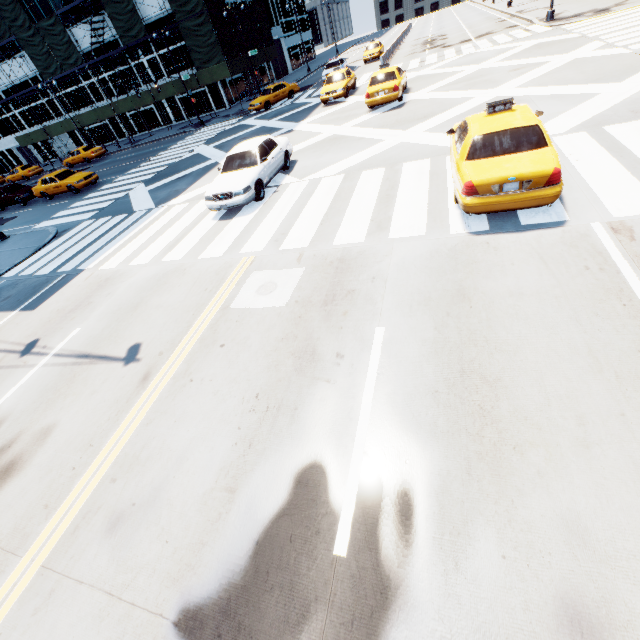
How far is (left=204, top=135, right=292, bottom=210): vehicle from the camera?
10.66m

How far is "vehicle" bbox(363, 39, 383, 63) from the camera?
34.2m

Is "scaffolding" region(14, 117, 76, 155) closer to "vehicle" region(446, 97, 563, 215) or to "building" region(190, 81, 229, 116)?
"building" region(190, 81, 229, 116)

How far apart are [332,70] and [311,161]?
24.60m

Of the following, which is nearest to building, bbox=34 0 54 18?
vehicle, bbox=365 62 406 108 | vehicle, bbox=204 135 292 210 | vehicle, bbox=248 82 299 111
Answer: vehicle, bbox=248 82 299 111

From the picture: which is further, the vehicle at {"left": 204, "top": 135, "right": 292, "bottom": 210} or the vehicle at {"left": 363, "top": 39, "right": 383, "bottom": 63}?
the vehicle at {"left": 363, "top": 39, "right": 383, "bottom": 63}

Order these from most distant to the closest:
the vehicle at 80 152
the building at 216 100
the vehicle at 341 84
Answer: the building at 216 100, the vehicle at 80 152, the vehicle at 341 84

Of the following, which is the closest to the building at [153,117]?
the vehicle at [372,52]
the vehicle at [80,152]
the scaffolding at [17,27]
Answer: the scaffolding at [17,27]
